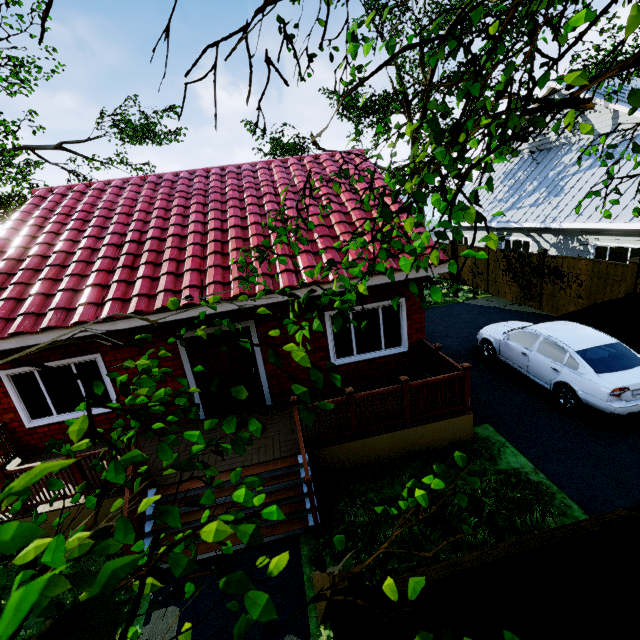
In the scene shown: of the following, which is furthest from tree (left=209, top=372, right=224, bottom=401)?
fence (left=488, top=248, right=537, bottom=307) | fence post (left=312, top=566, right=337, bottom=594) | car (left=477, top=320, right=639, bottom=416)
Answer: car (left=477, top=320, right=639, bottom=416)

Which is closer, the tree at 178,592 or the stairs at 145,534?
the tree at 178,592

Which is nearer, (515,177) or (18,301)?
(18,301)

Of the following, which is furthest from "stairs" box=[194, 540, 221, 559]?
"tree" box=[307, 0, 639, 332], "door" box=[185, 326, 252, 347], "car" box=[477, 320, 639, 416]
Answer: "car" box=[477, 320, 639, 416]

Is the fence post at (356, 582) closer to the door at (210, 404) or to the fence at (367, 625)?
the fence at (367, 625)

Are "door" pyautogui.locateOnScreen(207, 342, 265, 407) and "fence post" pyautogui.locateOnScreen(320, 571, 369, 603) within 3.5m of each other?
no

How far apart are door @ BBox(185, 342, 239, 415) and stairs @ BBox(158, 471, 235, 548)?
1.94m
